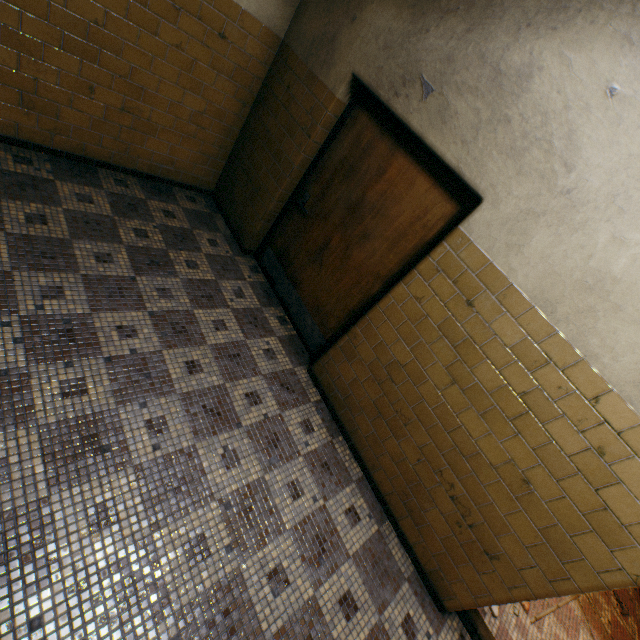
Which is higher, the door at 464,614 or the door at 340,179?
the door at 340,179

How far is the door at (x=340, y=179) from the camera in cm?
260

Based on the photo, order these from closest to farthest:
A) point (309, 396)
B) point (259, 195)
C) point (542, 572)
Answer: point (542, 572) < point (309, 396) < point (259, 195)

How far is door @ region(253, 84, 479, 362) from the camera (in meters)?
2.60

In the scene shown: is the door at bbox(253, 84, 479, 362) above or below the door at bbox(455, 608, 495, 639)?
above
